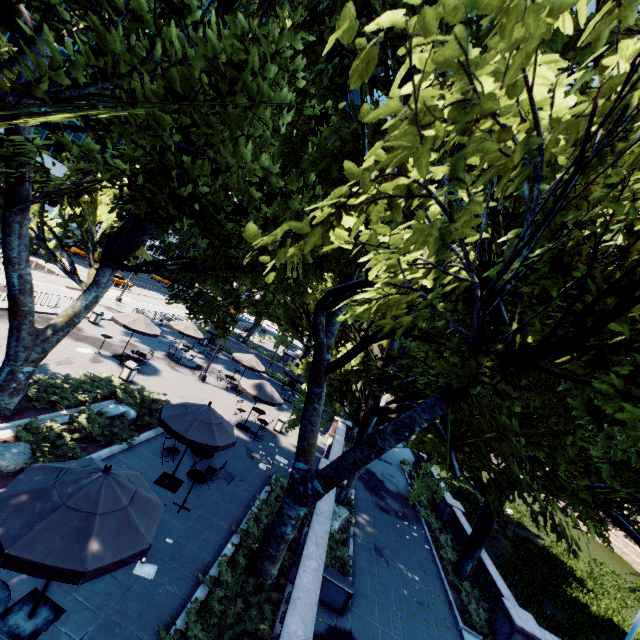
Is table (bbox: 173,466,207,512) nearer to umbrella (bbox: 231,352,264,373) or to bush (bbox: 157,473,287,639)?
bush (bbox: 157,473,287,639)

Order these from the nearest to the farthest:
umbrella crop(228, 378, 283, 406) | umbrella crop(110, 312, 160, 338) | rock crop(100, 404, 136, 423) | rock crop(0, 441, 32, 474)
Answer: rock crop(0, 441, 32, 474) < rock crop(100, 404, 136, 423) < umbrella crop(228, 378, 283, 406) < umbrella crop(110, 312, 160, 338)

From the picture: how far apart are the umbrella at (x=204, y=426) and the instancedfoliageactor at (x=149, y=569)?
2.7 meters

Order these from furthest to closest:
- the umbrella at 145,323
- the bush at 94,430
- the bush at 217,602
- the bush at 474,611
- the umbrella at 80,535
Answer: the umbrella at 145,323 → the bush at 474,611 → the bush at 94,430 → the bush at 217,602 → the umbrella at 80,535

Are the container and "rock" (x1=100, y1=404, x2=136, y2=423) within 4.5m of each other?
no

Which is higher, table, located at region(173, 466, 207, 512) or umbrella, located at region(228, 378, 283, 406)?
umbrella, located at region(228, 378, 283, 406)

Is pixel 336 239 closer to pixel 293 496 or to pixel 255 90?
pixel 255 90

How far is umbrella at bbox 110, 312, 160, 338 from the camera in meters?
18.1
